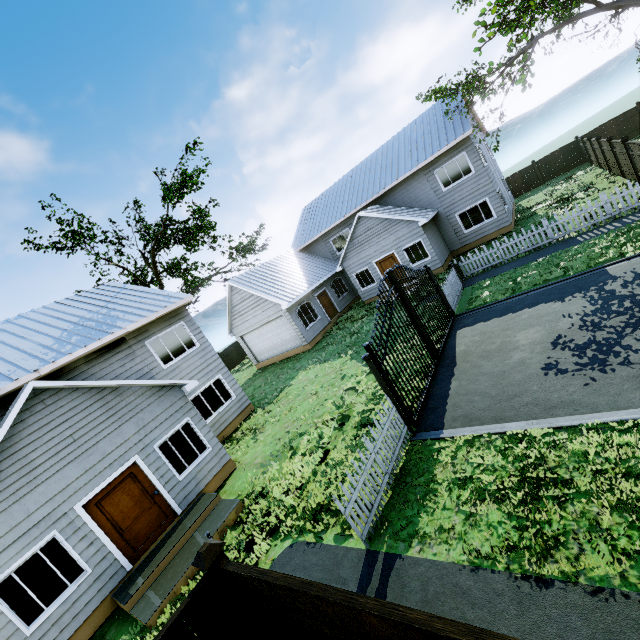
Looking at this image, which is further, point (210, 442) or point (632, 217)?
point (632, 217)

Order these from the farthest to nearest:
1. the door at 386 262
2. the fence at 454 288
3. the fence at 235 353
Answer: the fence at 235 353
the door at 386 262
the fence at 454 288

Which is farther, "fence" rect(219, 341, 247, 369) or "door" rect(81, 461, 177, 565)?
"fence" rect(219, 341, 247, 369)

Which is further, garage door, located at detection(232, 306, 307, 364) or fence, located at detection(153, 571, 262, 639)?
garage door, located at detection(232, 306, 307, 364)

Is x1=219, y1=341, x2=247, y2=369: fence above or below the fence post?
below

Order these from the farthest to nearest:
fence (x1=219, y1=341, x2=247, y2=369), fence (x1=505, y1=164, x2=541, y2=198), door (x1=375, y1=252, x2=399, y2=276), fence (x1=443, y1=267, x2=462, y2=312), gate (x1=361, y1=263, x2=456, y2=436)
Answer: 1. fence (x1=219, y1=341, x2=247, y2=369)
2. fence (x1=505, y1=164, x2=541, y2=198)
3. door (x1=375, y1=252, x2=399, y2=276)
4. fence (x1=443, y1=267, x2=462, y2=312)
5. gate (x1=361, y1=263, x2=456, y2=436)

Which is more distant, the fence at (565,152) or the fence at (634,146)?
the fence at (565,152)

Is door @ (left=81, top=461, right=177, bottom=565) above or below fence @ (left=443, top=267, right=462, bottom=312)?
above
